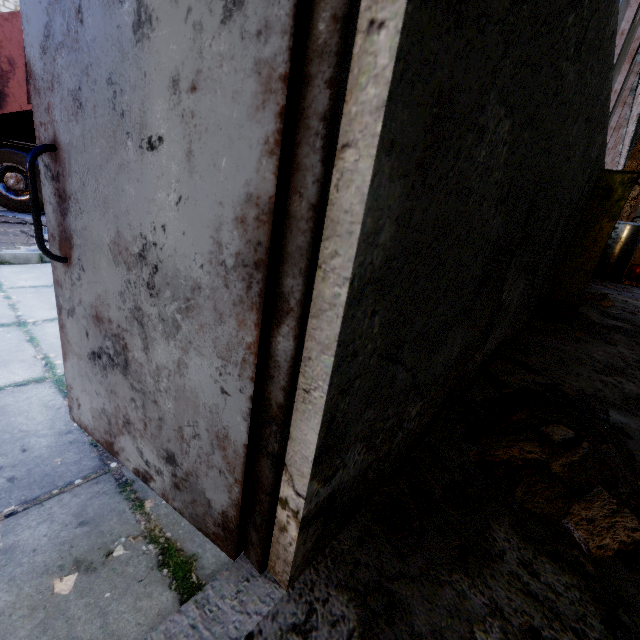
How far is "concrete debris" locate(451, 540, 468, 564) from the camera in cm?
130

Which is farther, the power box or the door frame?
the power box

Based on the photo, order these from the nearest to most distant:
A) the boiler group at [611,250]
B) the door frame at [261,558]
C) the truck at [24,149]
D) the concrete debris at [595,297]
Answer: the door frame at [261,558]
the truck at [24,149]
the concrete debris at [595,297]
the boiler group at [611,250]

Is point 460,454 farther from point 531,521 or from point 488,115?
point 488,115

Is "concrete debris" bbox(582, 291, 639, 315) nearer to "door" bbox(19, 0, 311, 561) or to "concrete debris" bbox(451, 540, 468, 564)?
"concrete debris" bbox(451, 540, 468, 564)

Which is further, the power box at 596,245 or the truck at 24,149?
the truck at 24,149

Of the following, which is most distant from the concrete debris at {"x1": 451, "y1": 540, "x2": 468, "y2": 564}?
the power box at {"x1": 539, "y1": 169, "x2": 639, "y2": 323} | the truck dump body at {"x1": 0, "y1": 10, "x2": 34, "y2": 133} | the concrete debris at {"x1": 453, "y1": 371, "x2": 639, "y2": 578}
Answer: the truck dump body at {"x1": 0, "y1": 10, "x2": 34, "y2": 133}
